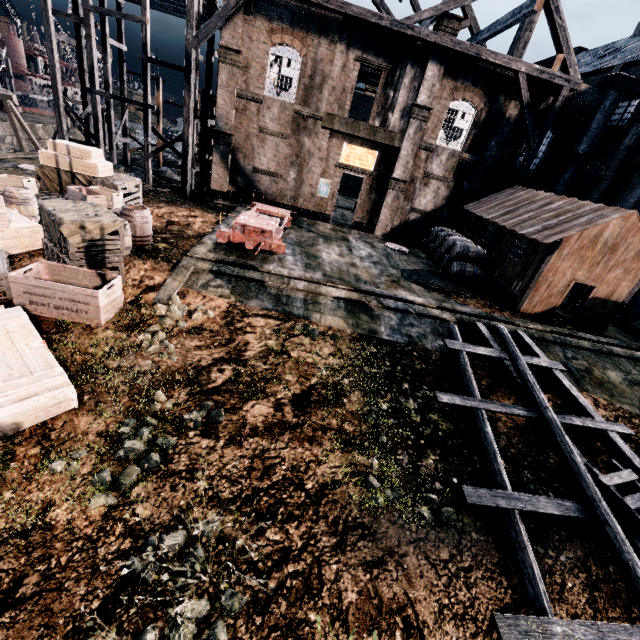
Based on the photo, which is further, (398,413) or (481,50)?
(481,50)

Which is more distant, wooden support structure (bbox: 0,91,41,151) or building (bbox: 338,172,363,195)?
building (bbox: 338,172,363,195)

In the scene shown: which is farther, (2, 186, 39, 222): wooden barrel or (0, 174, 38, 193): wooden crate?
(0, 174, 38, 193): wooden crate

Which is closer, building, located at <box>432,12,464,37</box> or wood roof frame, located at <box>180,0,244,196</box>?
wood roof frame, located at <box>180,0,244,196</box>

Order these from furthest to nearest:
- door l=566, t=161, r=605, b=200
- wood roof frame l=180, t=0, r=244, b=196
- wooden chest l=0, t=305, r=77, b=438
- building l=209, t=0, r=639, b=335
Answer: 1. door l=566, t=161, r=605, b=200
2. wood roof frame l=180, t=0, r=244, b=196
3. building l=209, t=0, r=639, b=335
4. wooden chest l=0, t=305, r=77, b=438

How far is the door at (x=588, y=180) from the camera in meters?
22.9

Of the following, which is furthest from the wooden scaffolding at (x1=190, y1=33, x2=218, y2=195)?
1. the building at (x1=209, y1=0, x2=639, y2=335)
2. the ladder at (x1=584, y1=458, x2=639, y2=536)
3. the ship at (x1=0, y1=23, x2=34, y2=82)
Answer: the ship at (x1=0, y1=23, x2=34, y2=82)

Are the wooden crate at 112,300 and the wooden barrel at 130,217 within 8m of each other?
yes
